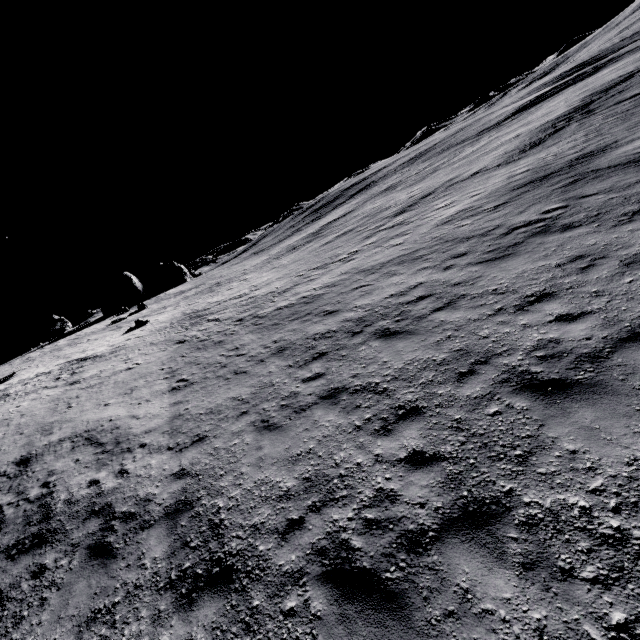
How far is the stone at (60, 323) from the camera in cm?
3362

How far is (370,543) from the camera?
4.4m

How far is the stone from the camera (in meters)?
33.62
